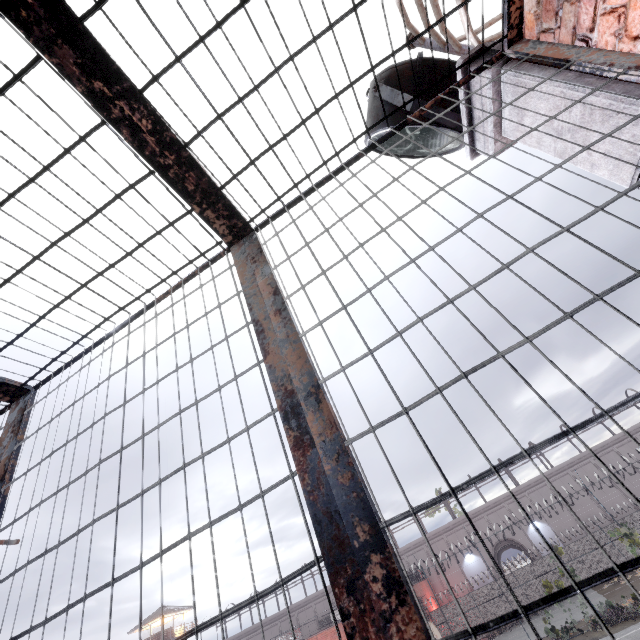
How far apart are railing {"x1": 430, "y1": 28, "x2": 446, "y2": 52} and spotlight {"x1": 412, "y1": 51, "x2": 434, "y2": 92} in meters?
0.1 m

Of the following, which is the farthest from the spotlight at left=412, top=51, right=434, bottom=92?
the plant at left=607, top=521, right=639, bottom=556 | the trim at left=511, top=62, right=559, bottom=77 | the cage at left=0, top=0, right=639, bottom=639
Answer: the plant at left=607, top=521, right=639, bottom=556

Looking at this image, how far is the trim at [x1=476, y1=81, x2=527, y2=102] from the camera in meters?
2.0 m

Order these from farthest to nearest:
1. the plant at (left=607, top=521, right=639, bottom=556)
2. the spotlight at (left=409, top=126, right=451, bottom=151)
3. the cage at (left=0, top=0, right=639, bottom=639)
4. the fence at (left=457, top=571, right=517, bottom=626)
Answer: the fence at (left=457, top=571, right=517, bottom=626) < the plant at (left=607, top=521, right=639, bottom=556) < the spotlight at (left=409, top=126, right=451, bottom=151) < the cage at (left=0, top=0, right=639, bottom=639)

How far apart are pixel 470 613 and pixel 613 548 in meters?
12.5 m

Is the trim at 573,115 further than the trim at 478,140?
No

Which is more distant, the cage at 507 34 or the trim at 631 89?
the trim at 631 89
